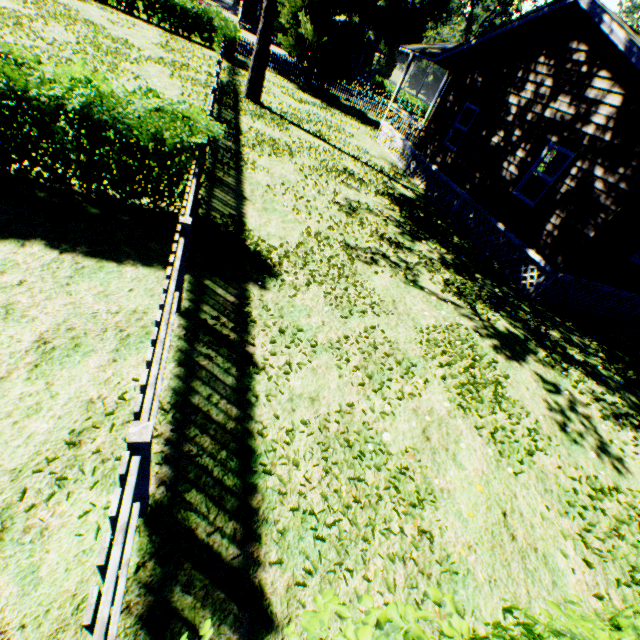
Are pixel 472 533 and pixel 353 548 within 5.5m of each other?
yes

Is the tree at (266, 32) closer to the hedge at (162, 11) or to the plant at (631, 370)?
the plant at (631, 370)

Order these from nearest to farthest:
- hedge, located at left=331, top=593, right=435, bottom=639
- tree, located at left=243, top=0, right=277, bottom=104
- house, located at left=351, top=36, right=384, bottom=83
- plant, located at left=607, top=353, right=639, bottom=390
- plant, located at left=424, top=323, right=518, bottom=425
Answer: hedge, located at left=331, top=593, right=435, bottom=639
plant, located at left=424, top=323, right=518, bottom=425
plant, located at left=607, top=353, right=639, bottom=390
tree, located at left=243, top=0, right=277, bottom=104
house, located at left=351, top=36, right=384, bottom=83

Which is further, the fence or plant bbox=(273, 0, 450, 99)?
plant bbox=(273, 0, 450, 99)

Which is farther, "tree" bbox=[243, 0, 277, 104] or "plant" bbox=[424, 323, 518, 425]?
"tree" bbox=[243, 0, 277, 104]

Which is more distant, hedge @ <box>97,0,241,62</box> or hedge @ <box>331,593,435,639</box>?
hedge @ <box>97,0,241,62</box>

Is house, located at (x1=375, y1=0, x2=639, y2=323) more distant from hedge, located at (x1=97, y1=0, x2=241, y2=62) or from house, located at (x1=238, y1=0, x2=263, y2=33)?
house, located at (x1=238, y1=0, x2=263, y2=33)

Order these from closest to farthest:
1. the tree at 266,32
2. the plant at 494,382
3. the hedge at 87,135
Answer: the hedge at 87,135, the plant at 494,382, the tree at 266,32
